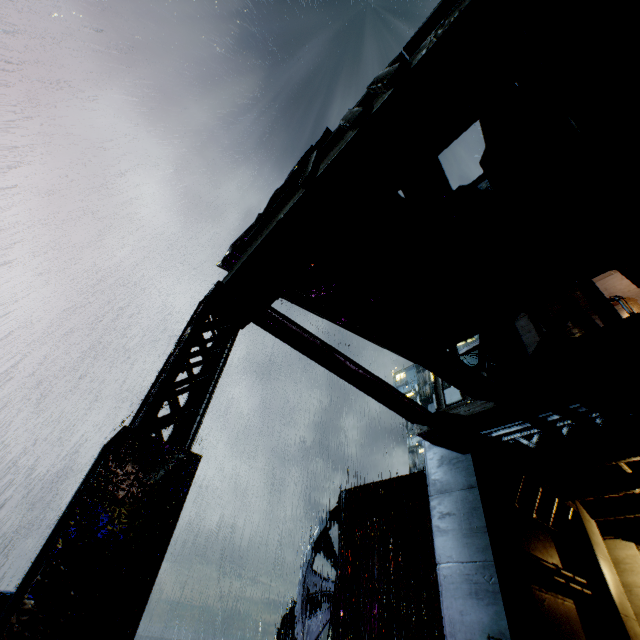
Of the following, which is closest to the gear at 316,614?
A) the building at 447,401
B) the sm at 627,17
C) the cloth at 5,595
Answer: the building at 447,401

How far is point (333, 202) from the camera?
4.03m

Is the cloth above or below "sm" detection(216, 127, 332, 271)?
below

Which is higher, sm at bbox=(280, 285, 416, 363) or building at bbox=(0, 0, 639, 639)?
sm at bbox=(280, 285, 416, 363)

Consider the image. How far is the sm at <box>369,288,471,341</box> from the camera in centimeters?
749cm

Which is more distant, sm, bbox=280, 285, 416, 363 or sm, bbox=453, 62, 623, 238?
sm, bbox=280, 285, 416, 363
